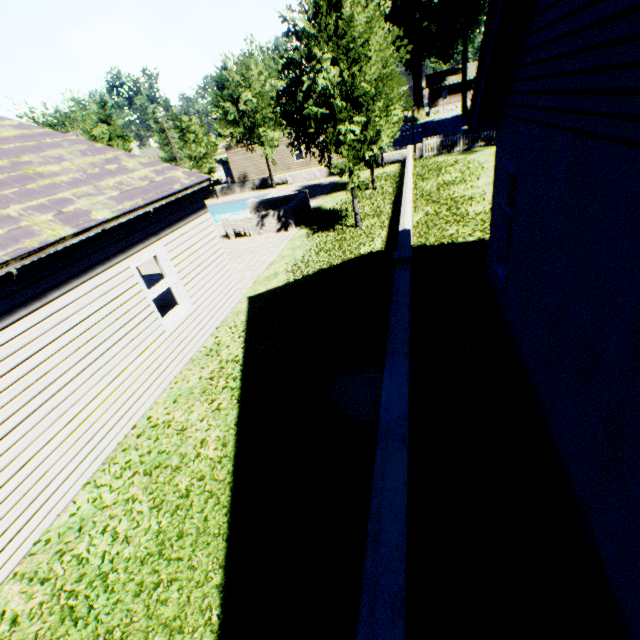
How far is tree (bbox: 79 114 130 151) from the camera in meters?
26.5

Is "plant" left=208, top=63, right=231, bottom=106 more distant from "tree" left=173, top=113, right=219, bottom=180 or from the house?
the house

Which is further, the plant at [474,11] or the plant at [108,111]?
the plant at [474,11]

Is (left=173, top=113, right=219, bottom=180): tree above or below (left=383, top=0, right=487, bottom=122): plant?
below

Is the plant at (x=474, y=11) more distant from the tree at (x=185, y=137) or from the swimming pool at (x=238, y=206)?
the swimming pool at (x=238, y=206)

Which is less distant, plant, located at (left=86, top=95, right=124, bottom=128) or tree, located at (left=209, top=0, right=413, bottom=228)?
tree, located at (left=209, top=0, right=413, bottom=228)

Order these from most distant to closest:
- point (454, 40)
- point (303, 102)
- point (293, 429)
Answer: point (454, 40)
point (303, 102)
point (293, 429)
